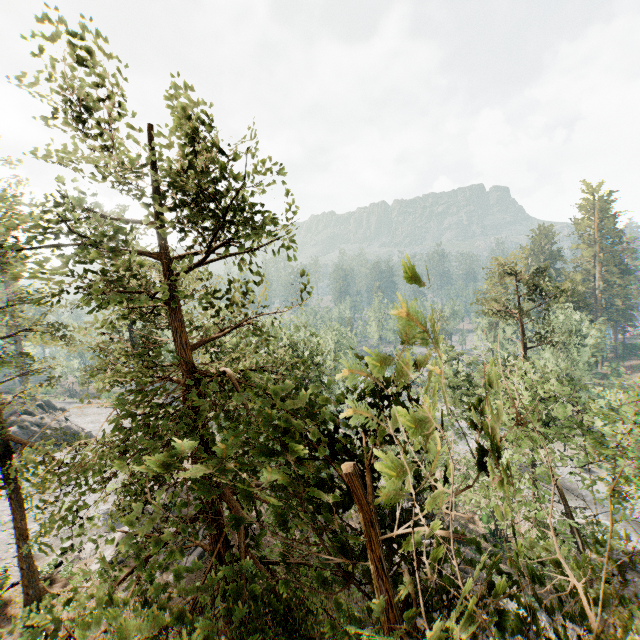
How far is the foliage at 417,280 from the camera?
1.76m

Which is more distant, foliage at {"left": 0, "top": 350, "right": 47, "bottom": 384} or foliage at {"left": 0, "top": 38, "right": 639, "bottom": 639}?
foliage at {"left": 0, "top": 350, "right": 47, "bottom": 384}

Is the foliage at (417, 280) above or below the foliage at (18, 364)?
above

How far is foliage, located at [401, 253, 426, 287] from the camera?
1.76m

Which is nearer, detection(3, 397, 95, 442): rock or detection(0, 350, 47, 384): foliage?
detection(0, 350, 47, 384): foliage

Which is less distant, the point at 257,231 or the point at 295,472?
the point at 295,472
